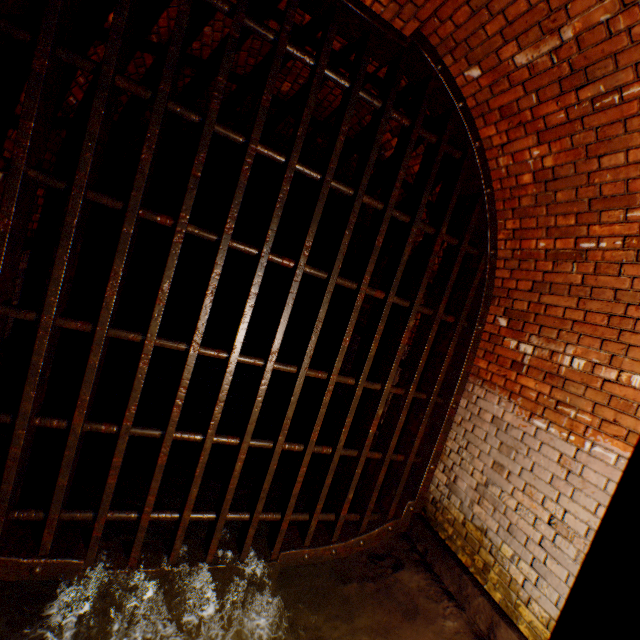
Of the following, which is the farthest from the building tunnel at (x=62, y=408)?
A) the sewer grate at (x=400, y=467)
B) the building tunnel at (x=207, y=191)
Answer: the building tunnel at (x=207, y=191)

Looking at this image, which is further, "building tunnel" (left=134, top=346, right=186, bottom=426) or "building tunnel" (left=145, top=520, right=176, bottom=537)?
"building tunnel" (left=134, top=346, right=186, bottom=426)

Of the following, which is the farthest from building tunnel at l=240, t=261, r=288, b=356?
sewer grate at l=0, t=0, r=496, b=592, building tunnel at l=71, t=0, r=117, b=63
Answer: sewer grate at l=0, t=0, r=496, b=592

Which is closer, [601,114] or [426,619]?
[601,114]

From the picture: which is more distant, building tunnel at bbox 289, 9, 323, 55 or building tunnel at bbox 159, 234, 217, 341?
building tunnel at bbox 159, 234, 217, 341

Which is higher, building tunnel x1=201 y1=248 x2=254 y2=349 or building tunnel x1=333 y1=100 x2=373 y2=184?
building tunnel x1=333 y1=100 x2=373 y2=184
